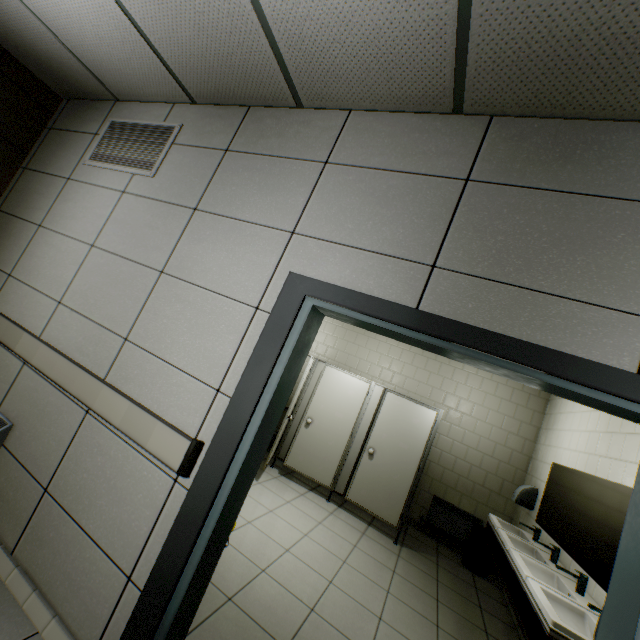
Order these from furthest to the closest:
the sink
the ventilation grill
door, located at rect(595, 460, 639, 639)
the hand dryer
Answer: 1. the hand dryer
2. the ventilation grill
3. the sink
4. door, located at rect(595, 460, 639, 639)

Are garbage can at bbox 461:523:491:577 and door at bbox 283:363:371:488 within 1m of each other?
no

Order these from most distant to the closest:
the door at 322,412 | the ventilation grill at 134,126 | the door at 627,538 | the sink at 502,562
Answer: the door at 322,412 < the ventilation grill at 134,126 < the sink at 502,562 < the door at 627,538

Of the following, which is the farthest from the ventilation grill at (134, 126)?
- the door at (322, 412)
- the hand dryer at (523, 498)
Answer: → the hand dryer at (523, 498)

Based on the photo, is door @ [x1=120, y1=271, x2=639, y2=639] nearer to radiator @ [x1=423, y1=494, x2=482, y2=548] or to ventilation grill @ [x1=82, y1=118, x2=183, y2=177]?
ventilation grill @ [x1=82, y1=118, x2=183, y2=177]

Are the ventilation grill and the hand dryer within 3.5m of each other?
no

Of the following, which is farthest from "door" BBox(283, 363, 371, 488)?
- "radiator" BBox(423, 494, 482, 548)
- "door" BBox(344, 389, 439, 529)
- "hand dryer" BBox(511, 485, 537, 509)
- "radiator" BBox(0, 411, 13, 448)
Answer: "radiator" BBox(0, 411, 13, 448)

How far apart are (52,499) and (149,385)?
0.87m
